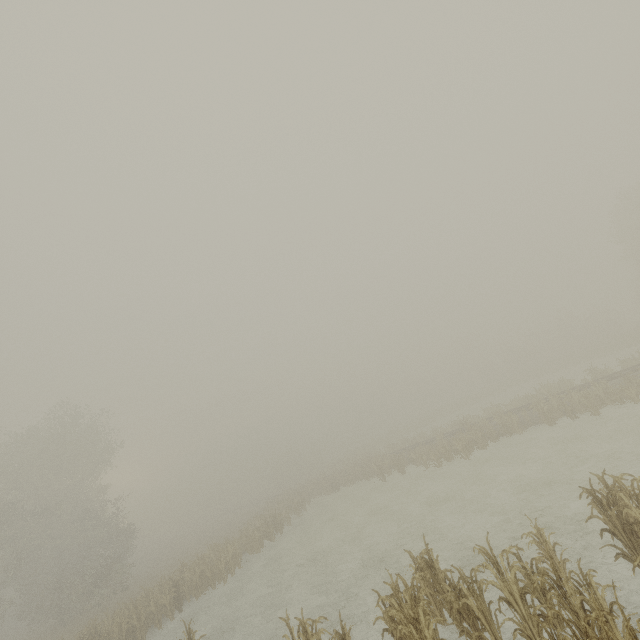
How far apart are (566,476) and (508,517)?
3.36m

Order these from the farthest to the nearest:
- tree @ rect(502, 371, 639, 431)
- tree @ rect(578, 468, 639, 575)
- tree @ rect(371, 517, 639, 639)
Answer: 1. tree @ rect(502, 371, 639, 431)
2. tree @ rect(578, 468, 639, 575)
3. tree @ rect(371, 517, 639, 639)

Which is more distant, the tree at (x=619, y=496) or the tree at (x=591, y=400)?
the tree at (x=591, y=400)

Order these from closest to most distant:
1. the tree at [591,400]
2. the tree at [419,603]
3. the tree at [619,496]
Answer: the tree at [419,603] < the tree at [619,496] < the tree at [591,400]

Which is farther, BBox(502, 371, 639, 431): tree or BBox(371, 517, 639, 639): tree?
BBox(502, 371, 639, 431): tree

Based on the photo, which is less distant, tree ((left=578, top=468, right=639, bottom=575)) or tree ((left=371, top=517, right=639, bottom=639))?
tree ((left=371, top=517, right=639, bottom=639))
